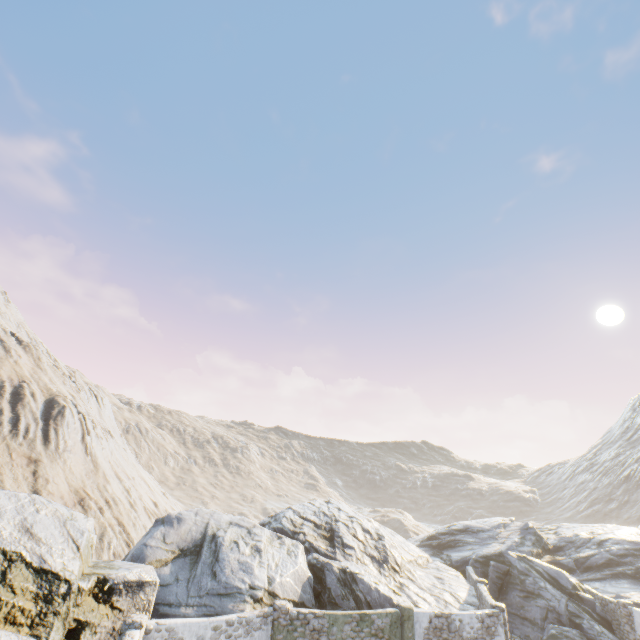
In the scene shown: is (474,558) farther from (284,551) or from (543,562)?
(284,551)

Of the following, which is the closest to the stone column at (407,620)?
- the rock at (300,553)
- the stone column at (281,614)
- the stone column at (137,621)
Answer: the rock at (300,553)

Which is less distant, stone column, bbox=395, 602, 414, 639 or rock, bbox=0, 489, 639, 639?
rock, bbox=0, 489, 639, 639

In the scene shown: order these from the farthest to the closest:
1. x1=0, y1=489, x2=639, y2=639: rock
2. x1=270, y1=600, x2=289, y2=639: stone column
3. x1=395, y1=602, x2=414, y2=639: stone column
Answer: x1=395, y1=602, x2=414, y2=639: stone column
x1=270, y1=600, x2=289, y2=639: stone column
x1=0, y1=489, x2=639, y2=639: rock

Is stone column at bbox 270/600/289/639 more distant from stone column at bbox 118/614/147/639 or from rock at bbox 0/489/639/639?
stone column at bbox 118/614/147/639

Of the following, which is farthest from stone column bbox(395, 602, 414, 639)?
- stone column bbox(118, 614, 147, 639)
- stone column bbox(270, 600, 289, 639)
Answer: stone column bbox(118, 614, 147, 639)

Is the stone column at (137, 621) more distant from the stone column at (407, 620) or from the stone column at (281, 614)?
the stone column at (407, 620)

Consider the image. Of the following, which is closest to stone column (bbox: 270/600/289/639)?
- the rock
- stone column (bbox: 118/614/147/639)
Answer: the rock
